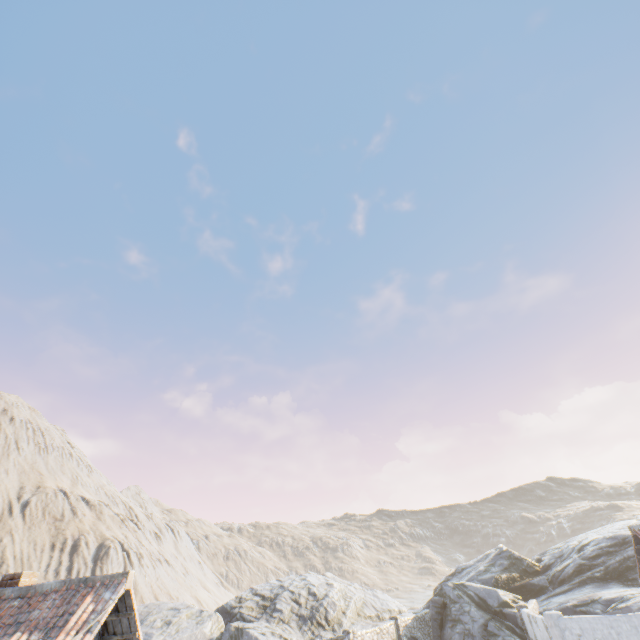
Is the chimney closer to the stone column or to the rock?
the stone column

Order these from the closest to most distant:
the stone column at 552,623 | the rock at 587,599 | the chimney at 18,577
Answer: the chimney at 18,577
the stone column at 552,623
the rock at 587,599

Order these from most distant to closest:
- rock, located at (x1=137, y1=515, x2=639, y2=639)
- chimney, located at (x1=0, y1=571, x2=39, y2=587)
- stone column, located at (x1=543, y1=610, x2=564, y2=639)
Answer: rock, located at (x1=137, y1=515, x2=639, y2=639) → stone column, located at (x1=543, y1=610, x2=564, y2=639) → chimney, located at (x1=0, y1=571, x2=39, y2=587)

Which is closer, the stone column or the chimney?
the chimney

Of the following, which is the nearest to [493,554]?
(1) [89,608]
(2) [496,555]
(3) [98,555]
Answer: (2) [496,555]

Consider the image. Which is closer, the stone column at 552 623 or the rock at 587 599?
the stone column at 552 623

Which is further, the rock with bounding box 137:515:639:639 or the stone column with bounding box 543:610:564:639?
the rock with bounding box 137:515:639:639
